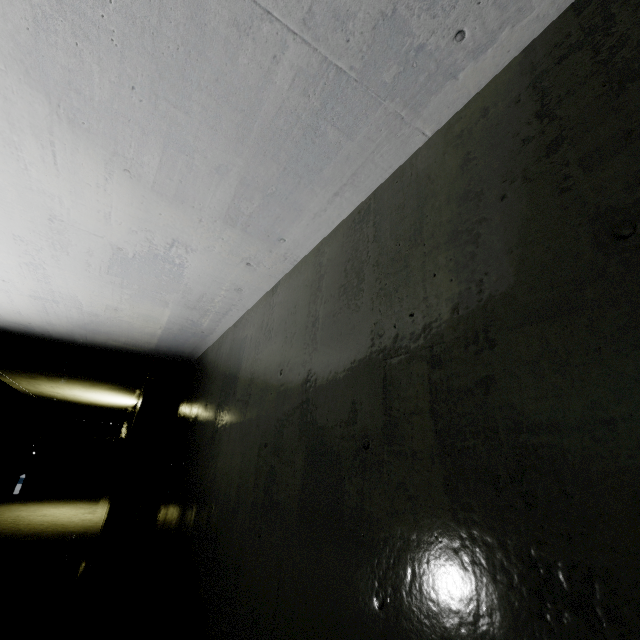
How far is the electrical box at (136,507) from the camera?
4.84m

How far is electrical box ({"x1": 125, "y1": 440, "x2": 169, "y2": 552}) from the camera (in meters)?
4.84

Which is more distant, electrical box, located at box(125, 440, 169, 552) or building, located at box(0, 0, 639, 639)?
electrical box, located at box(125, 440, 169, 552)

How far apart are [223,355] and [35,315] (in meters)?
2.70

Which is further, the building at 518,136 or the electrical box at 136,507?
the electrical box at 136,507
